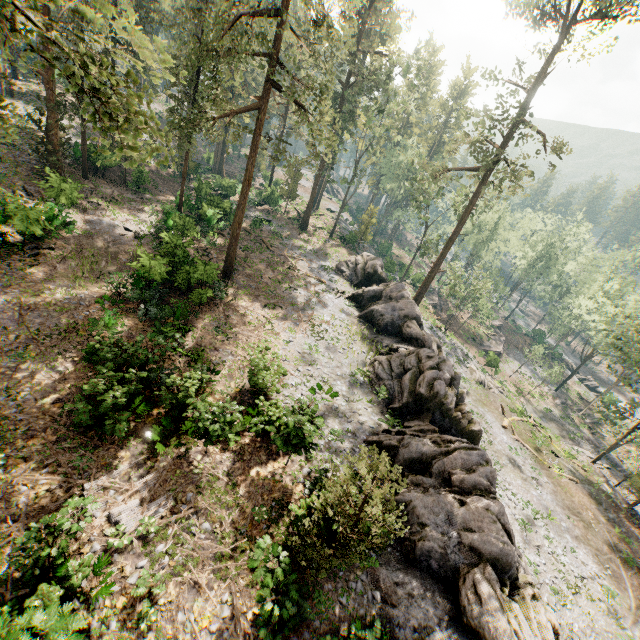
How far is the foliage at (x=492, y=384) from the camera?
→ 34.7 meters

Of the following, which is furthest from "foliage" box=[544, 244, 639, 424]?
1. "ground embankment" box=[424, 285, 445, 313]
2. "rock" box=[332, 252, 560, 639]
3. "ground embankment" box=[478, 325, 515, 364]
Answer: "ground embankment" box=[424, 285, 445, 313]

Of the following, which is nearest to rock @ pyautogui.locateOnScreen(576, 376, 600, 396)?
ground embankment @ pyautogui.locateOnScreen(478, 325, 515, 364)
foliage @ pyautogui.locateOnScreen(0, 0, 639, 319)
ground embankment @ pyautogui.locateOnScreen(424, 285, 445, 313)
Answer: foliage @ pyautogui.locateOnScreen(0, 0, 639, 319)

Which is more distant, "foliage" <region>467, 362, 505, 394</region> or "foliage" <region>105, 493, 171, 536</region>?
"foliage" <region>467, 362, 505, 394</region>

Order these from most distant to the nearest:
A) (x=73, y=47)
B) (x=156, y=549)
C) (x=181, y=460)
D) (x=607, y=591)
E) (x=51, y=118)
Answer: (x=73, y=47) → (x=51, y=118) → (x=607, y=591) → (x=181, y=460) → (x=156, y=549)

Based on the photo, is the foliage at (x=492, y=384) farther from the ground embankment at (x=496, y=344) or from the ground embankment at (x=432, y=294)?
the ground embankment at (x=432, y=294)

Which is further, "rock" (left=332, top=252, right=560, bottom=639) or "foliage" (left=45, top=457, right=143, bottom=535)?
"rock" (left=332, top=252, right=560, bottom=639)

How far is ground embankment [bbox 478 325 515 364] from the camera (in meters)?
42.16
